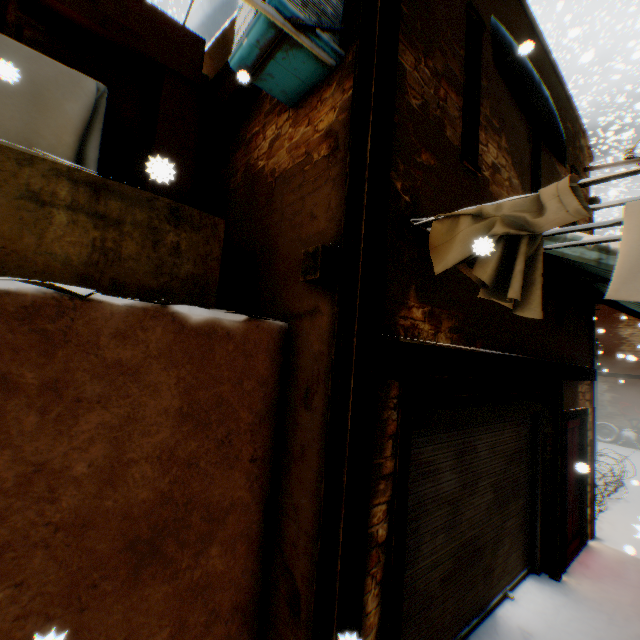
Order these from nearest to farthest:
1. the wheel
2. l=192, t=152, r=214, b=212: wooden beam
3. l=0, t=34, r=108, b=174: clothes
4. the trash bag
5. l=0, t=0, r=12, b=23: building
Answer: l=0, t=34, r=108, b=174: clothes
l=0, t=0, r=12, b=23: building
l=192, t=152, r=214, b=212: wooden beam
the trash bag
the wheel

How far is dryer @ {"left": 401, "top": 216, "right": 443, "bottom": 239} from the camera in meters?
2.5 m

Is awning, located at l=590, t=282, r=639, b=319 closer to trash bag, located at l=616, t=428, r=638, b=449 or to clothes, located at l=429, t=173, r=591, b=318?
clothes, located at l=429, t=173, r=591, b=318

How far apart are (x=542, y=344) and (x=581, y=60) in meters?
4.7

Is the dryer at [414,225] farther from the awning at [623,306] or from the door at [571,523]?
the door at [571,523]

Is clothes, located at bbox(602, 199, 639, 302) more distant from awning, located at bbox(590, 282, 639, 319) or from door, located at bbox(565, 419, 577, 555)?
door, located at bbox(565, 419, 577, 555)

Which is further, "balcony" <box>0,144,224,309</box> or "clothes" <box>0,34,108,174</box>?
"clothes" <box>0,34,108,174</box>

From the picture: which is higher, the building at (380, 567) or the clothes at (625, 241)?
the clothes at (625, 241)
